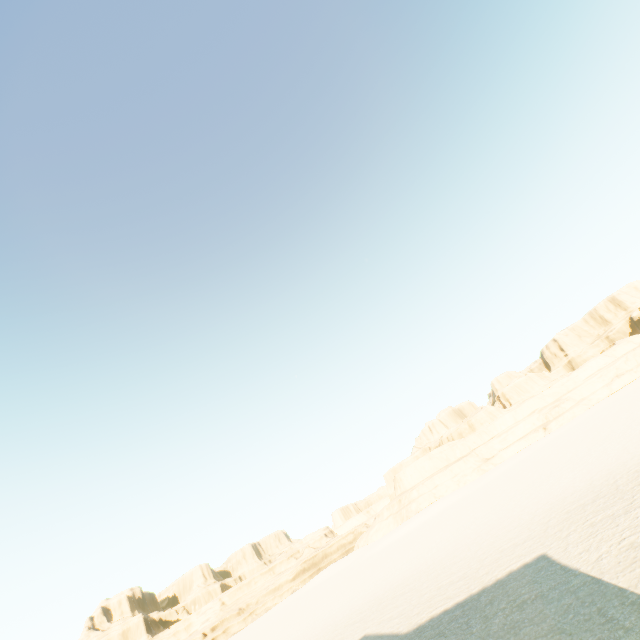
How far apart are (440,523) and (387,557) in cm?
782
